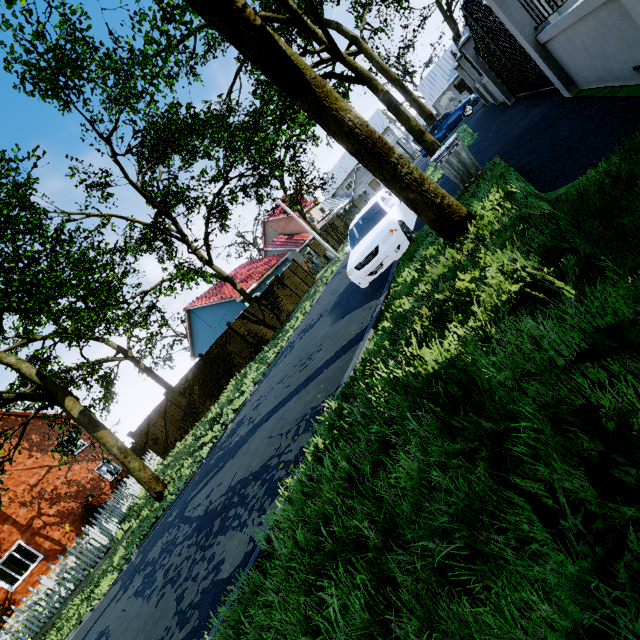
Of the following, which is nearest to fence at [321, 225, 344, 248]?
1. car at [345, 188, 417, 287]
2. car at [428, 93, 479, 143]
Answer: car at [428, 93, 479, 143]

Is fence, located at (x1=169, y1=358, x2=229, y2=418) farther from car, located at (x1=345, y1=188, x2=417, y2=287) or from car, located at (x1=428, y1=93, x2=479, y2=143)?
car, located at (x1=345, y1=188, x2=417, y2=287)

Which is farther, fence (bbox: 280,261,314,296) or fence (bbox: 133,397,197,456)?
fence (bbox: 280,261,314,296)

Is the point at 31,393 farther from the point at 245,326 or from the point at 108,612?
the point at 245,326

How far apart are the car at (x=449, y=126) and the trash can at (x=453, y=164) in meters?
18.0 m

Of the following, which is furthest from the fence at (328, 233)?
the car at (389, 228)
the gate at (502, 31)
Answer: the car at (389, 228)

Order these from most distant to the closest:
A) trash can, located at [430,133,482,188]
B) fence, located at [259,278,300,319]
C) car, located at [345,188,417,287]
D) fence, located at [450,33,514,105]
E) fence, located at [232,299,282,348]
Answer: fence, located at [259,278,300,319]
fence, located at [232,299,282,348]
fence, located at [450,33,514,105]
car, located at [345,188,417,287]
trash can, located at [430,133,482,188]
